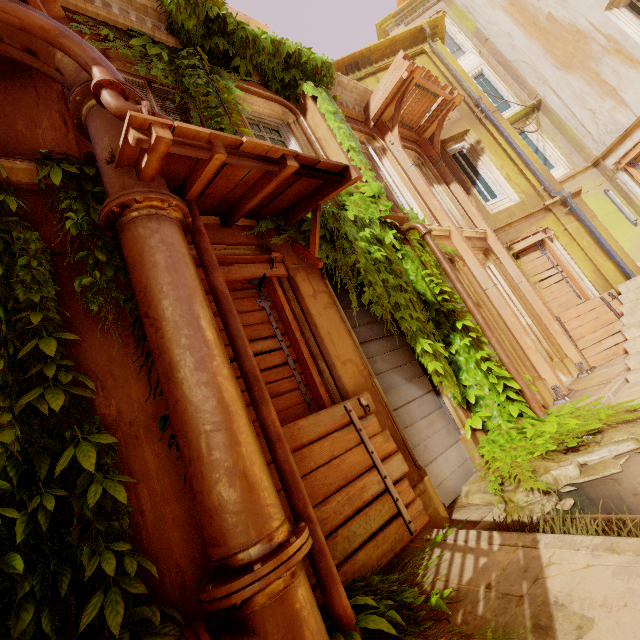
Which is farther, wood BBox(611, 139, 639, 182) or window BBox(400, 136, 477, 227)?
wood BBox(611, 139, 639, 182)

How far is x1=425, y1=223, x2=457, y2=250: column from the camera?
7.6m

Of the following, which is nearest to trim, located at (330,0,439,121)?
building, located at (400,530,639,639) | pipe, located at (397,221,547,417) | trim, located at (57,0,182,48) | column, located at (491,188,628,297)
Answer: column, located at (491,188,628,297)

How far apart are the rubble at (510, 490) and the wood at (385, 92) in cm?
828

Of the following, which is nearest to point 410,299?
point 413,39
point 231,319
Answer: point 231,319

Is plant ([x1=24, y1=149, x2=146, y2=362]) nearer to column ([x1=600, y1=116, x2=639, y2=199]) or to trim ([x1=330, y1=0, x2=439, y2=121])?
trim ([x1=330, y1=0, x2=439, y2=121])

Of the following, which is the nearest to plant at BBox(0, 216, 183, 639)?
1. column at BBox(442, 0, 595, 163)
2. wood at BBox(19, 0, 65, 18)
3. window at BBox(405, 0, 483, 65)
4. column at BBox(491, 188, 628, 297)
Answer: column at BBox(491, 188, 628, 297)

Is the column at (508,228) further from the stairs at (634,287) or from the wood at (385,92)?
the wood at (385,92)
